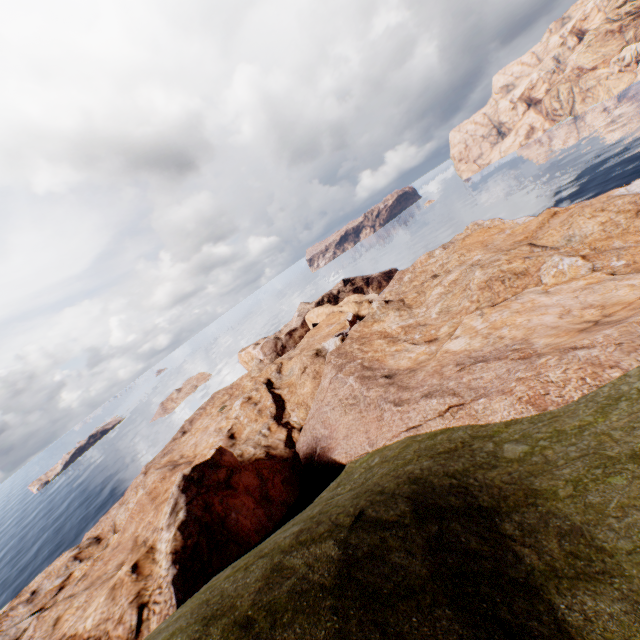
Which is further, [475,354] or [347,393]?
[347,393]
